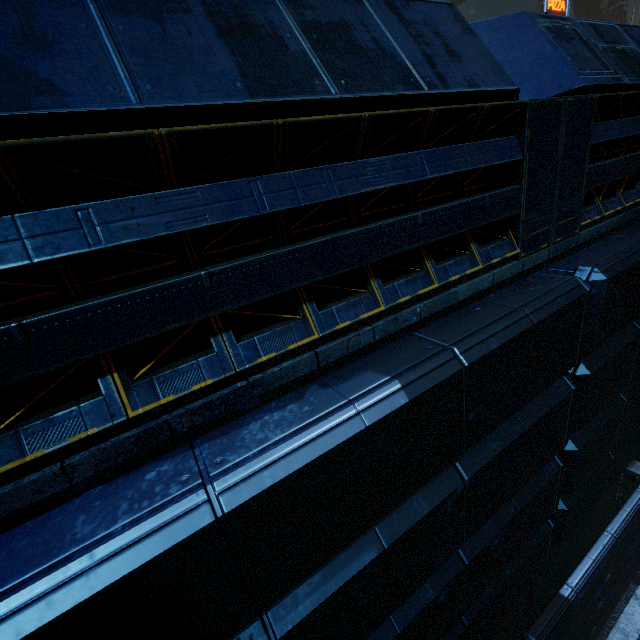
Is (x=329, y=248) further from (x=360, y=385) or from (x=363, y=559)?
Result: (x=363, y=559)

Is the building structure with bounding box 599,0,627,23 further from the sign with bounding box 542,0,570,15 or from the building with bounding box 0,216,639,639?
the sign with bounding box 542,0,570,15

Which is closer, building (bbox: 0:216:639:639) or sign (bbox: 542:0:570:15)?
building (bbox: 0:216:639:639)

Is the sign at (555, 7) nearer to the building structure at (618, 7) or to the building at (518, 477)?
the building at (518, 477)

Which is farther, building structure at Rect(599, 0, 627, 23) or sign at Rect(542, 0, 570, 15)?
building structure at Rect(599, 0, 627, 23)

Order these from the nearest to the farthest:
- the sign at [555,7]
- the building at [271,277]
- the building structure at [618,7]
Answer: the building at [271,277] → the sign at [555,7] → the building structure at [618,7]

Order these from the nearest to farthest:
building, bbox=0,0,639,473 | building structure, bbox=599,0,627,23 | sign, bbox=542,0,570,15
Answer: building, bbox=0,0,639,473 → sign, bbox=542,0,570,15 → building structure, bbox=599,0,627,23
